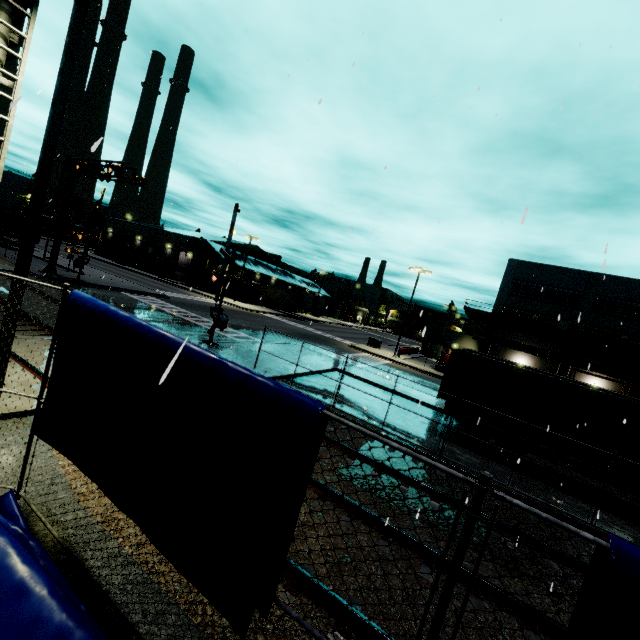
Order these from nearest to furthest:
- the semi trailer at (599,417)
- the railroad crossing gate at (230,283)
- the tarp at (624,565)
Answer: the tarp at (624,565)
the semi trailer at (599,417)
the railroad crossing gate at (230,283)

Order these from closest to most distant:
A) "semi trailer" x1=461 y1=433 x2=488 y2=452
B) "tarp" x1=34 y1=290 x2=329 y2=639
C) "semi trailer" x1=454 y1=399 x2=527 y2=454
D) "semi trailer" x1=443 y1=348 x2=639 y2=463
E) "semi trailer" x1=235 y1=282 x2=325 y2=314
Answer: "tarp" x1=34 y1=290 x2=329 y2=639 < "semi trailer" x1=443 y1=348 x2=639 y2=463 < "semi trailer" x1=454 y1=399 x2=527 y2=454 < "semi trailer" x1=461 y1=433 x2=488 y2=452 < "semi trailer" x1=235 y1=282 x2=325 y2=314

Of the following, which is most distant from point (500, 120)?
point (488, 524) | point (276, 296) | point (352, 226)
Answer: point (276, 296)

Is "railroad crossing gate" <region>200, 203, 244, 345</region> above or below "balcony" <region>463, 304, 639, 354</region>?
below

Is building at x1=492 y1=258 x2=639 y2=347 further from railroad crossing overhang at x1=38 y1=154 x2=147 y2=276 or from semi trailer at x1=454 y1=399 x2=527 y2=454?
railroad crossing overhang at x1=38 y1=154 x2=147 y2=276

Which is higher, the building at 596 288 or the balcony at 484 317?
the building at 596 288

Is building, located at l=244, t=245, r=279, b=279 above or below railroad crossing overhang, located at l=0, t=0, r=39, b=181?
below

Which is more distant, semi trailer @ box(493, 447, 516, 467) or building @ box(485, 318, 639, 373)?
building @ box(485, 318, 639, 373)
